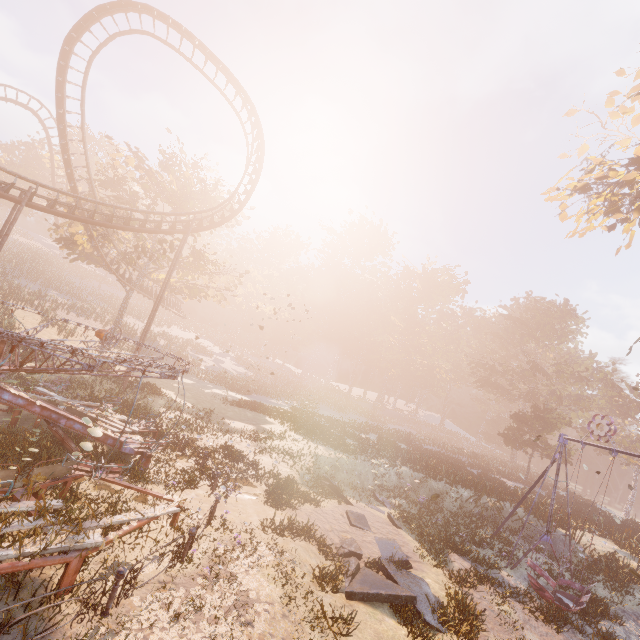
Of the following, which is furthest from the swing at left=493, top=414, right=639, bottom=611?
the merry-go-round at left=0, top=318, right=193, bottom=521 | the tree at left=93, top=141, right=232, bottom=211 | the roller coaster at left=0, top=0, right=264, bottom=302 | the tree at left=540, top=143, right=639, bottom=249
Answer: the tree at left=93, top=141, right=232, bottom=211

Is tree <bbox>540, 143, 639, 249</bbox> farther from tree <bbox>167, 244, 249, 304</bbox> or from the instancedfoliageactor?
tree <bbox>167, 244, 249, 304</bbox>

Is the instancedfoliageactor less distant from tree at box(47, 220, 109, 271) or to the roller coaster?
the roller coaster

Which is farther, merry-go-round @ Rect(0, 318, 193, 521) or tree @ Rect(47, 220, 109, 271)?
tree @ Rect(47, 220, 109, 271)

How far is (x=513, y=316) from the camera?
54.19m

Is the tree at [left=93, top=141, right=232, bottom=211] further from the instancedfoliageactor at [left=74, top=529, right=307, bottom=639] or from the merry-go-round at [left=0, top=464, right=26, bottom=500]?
the instancedfoliageactor at [left=74, top=529, right=307, bottom=639]

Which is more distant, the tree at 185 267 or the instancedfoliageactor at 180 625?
the tree at 185 267

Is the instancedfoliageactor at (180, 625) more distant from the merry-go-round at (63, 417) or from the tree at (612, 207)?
the tree at (612, 207)
